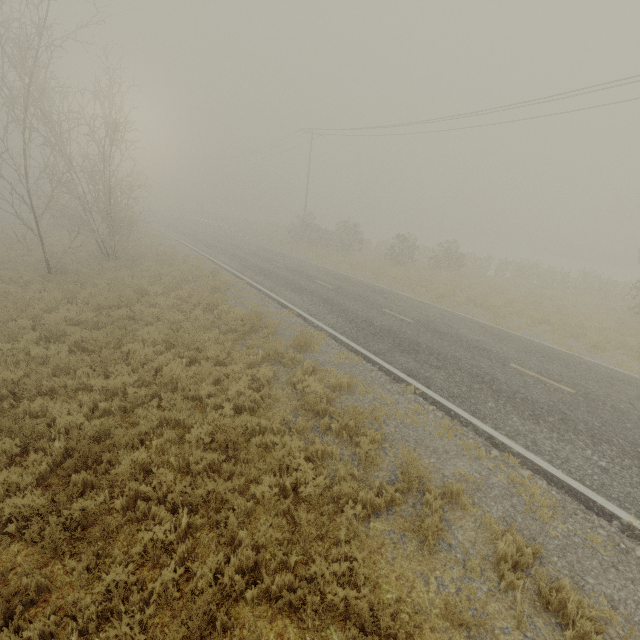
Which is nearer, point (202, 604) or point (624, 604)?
point (202, 604)
